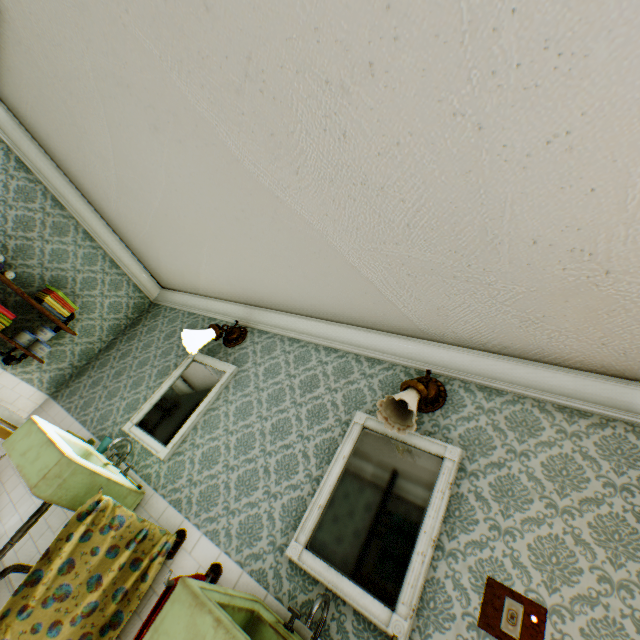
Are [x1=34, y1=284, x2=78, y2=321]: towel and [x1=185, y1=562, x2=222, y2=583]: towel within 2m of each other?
no

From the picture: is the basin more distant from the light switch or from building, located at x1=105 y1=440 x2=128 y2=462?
the light switch

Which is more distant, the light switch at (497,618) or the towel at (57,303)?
the towel at (57,303)

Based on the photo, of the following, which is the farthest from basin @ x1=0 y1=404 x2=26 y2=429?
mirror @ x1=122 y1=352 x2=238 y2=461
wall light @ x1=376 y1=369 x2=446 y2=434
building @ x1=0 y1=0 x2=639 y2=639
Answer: wall light @ x1=376 y1=369 x2=446 y2=434

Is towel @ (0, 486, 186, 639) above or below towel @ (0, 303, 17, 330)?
below

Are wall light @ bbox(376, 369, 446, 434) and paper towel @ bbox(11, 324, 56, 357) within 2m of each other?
no

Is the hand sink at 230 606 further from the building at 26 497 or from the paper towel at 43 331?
the paper towel at 43 331

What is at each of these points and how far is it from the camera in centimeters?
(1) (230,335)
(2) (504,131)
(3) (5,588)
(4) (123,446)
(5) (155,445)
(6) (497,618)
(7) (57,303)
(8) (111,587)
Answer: (1) wall light, 361cm
(2) building, 138cm
(3) building, 247cm
(4) building, 311cm
(5) mirror, 294cm
(6) light switch, 153cm
(7) towel, 373cm
(8) towel, 202cm
